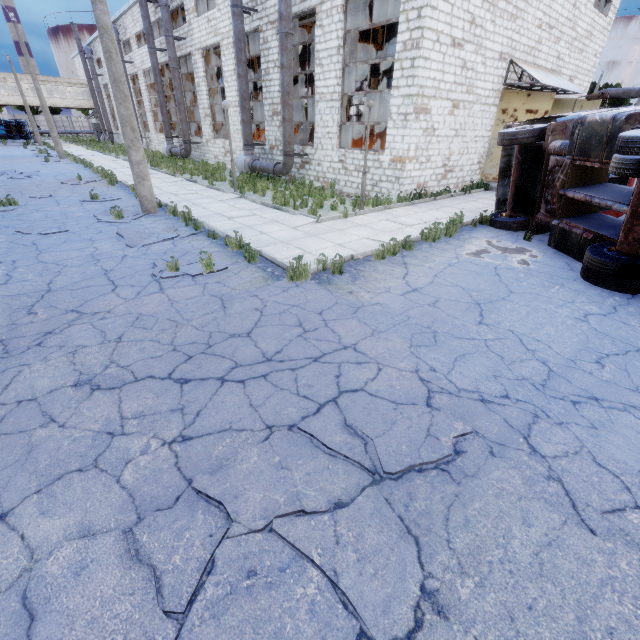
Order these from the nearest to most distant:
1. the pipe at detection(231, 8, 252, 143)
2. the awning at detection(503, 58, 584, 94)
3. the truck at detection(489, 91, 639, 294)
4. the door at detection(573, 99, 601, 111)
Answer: the truck at detection(489, 91, 639, 294)
the awning at detection(503, 58, 584, 94)
the pipe at detection(231, 8, 252, 143)
the door at detection(573, 99, 601, 111)

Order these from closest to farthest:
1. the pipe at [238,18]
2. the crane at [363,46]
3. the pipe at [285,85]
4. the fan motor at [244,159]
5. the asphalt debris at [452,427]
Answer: the asphalt debris at [452,427] < the pipe at [285,85] < the pipe at [238,18] < the fan motor at [244,159] < the crane at [363,46]

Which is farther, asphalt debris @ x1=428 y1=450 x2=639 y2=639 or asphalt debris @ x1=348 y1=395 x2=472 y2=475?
asphalt debris @ x1=348 y1=395 x2=472 y2=475

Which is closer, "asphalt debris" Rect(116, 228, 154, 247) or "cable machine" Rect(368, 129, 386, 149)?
"asphalt debris" Rect(116, 228, 154, 247)

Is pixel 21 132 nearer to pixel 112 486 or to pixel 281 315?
pixel 281 315

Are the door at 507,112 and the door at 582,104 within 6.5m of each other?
yes

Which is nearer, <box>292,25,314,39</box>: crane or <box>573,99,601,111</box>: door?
<box>573,99,601,111</box>: door

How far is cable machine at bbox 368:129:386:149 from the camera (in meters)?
16.05
